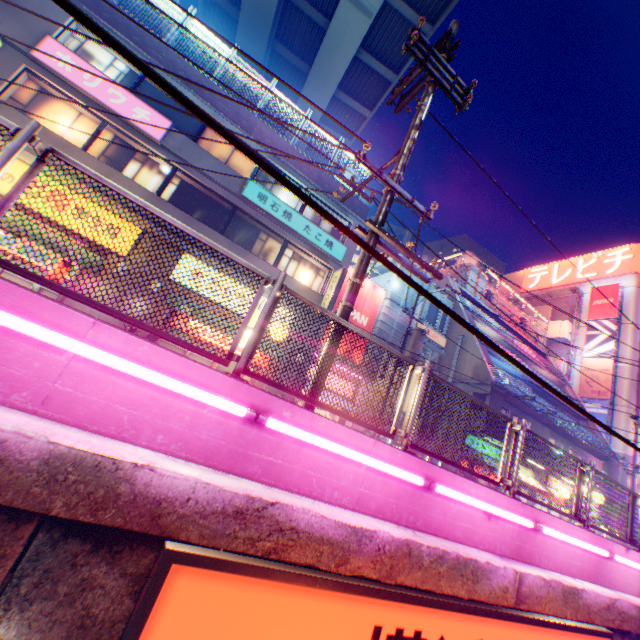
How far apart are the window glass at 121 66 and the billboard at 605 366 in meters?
44.1

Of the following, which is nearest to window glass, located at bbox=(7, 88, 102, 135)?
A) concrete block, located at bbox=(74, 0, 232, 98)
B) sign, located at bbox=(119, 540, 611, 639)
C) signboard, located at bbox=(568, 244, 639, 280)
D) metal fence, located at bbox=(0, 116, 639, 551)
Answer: concrete block, located at bbox=(74, 0, 232, 98)

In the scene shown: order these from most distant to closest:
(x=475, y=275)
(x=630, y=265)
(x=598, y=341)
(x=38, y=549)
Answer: (x=630, y=265), (x=598, y=341), (x=475, y=275), (x=38, y=549)

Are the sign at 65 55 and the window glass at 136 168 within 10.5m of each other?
yes

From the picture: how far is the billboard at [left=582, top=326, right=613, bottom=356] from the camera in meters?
33.4 m

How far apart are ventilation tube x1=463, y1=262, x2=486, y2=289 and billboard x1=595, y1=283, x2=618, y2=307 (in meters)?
16.37

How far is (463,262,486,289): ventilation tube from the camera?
30.3m

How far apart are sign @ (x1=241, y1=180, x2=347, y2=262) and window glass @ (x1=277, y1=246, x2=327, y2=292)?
0.66m
